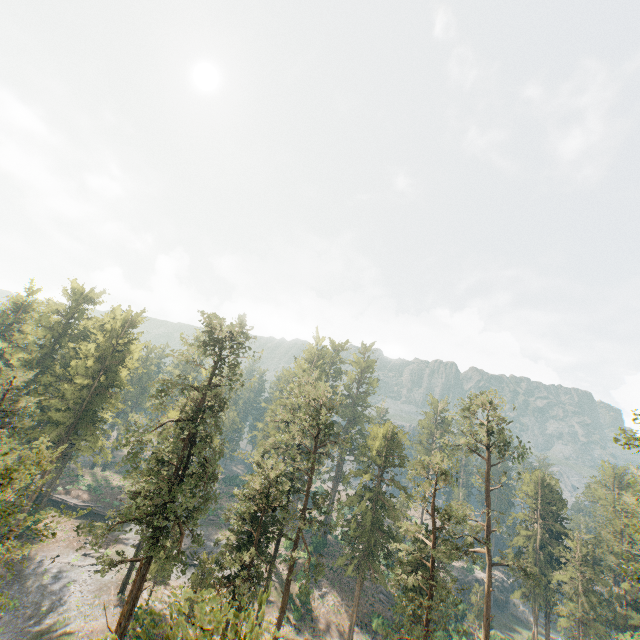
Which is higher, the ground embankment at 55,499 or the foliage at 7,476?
the foliage at 7,476

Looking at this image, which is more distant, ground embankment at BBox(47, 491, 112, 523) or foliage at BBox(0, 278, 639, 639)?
ground embankment at BBox(47, 491, 112, 523)

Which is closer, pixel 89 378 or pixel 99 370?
pixel 89 378

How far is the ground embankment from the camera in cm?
5422

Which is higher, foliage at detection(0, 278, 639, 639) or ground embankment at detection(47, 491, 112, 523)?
foliage at detection(0, 278, 639, 639)

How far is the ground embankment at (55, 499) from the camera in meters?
54.2
